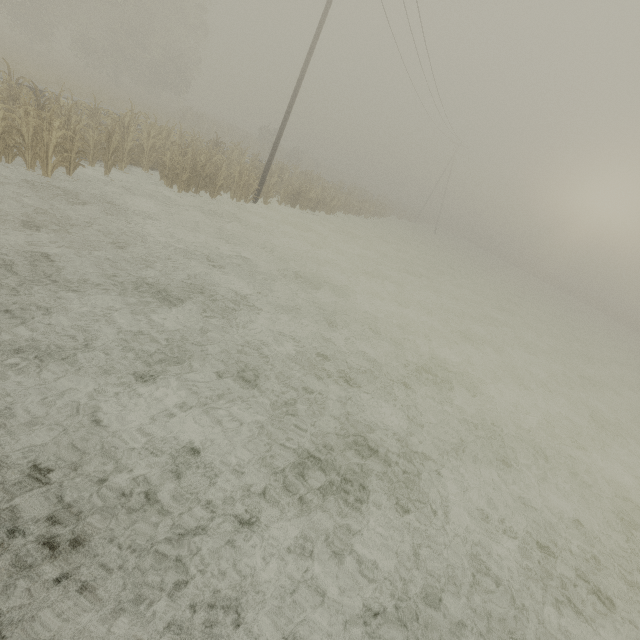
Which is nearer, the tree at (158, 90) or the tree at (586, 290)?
the tree at (158, 90)

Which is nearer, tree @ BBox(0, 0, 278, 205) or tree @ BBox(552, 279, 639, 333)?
tree @ BBox(0, 0, 278, 205)

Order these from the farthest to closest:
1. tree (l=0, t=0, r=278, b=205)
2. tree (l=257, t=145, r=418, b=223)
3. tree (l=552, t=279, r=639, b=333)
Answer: tree (l=552, t=279, r=639, b=333), tree (l=257, t=145, r=418, b=223), tree (l=0, t=0, r=278, b=205)

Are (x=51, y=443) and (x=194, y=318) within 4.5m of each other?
yes

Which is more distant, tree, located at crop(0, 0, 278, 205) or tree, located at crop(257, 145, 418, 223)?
tree, located at crop(257, 145, 418, 223)

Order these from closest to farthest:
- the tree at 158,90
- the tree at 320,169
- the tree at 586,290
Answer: the tree at 158,90, the tree at 320,169, the tree at 586,290

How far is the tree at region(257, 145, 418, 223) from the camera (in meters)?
20.05
